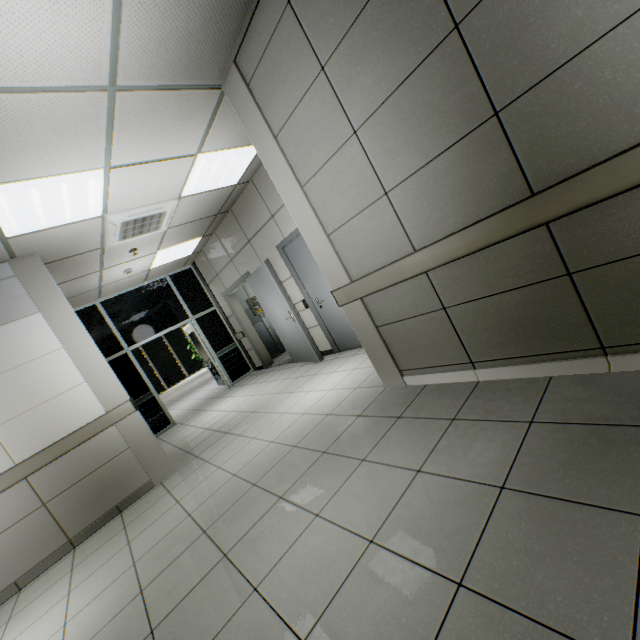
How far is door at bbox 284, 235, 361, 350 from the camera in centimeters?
517cm

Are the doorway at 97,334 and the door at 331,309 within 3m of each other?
no

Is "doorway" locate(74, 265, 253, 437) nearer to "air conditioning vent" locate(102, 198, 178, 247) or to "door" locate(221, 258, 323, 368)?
"door" locate(221, 258, 323, 368)

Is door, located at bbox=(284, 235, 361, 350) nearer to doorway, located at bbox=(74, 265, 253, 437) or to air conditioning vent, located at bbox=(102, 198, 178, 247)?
air conditioning vent, located at bbox=(102, 198, 178, 247)

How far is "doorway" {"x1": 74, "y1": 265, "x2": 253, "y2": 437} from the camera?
7.04m

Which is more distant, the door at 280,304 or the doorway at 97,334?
the doorway at 97,334

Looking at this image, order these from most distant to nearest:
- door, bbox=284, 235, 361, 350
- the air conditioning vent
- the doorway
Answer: the doorway → door, bbox=284, 235, 361, 350 → the air conditioning vent

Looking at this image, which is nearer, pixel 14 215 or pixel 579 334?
pixel 579 334
